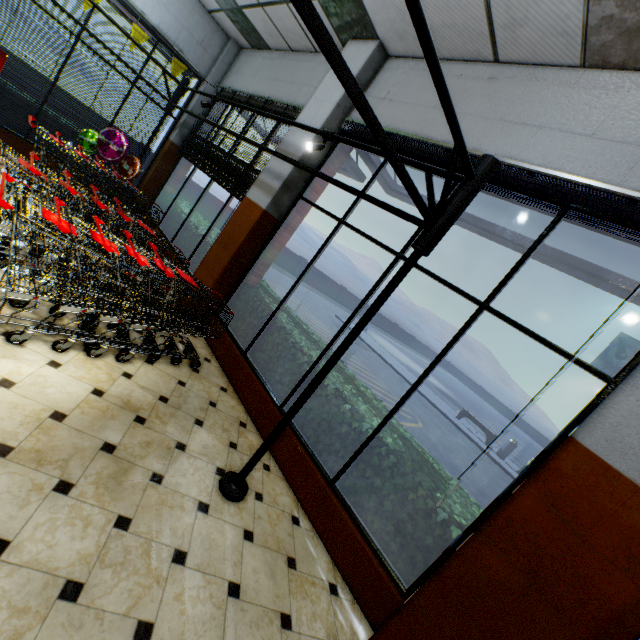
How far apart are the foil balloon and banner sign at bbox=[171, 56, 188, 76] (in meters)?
1.75

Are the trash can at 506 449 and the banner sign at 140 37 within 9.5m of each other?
no

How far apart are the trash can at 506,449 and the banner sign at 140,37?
17.81m

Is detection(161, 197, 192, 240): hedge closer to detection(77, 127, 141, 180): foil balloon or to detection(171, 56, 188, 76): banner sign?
detection(77, 127, 141, 180): foil balloon

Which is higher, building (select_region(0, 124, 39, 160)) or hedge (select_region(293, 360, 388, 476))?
hedge (select_region(293, 360, 388, 476))

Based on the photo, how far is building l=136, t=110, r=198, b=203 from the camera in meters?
8.0 m

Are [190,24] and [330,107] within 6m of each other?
yes

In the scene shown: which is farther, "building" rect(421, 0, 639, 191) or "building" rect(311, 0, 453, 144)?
"building" rect(311, 0, 453, 144)
